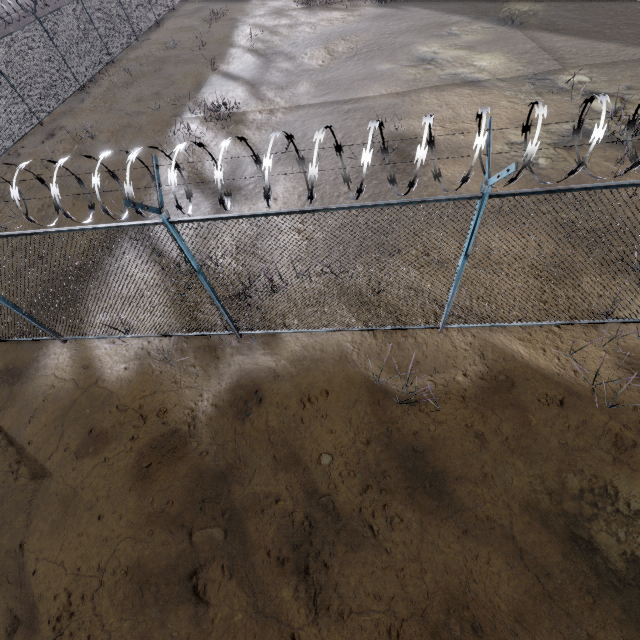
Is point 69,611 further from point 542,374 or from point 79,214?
point 79,214

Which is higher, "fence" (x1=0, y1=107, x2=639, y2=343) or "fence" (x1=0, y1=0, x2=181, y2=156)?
"fence" (x1=0, y1=107, x2=639, y2=343)

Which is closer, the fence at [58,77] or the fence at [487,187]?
the fence at [487,187]

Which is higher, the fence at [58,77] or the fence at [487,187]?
the fence at [487,187]

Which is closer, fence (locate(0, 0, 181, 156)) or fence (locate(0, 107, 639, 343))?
fence (locate(0, 107, 639, 343))
